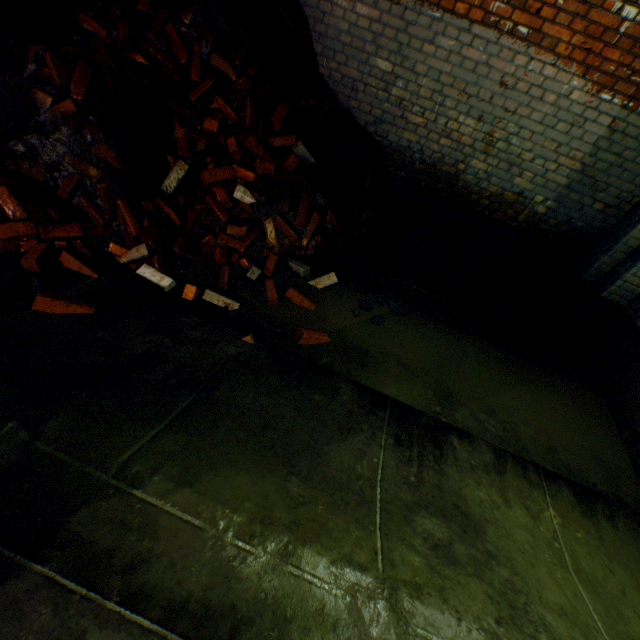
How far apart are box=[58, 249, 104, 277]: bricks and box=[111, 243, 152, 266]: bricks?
0.2 meters

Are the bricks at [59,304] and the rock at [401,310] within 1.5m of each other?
no

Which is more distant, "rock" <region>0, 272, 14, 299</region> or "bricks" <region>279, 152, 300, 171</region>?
"bricks" <region>279, 152, 300, 171</region>

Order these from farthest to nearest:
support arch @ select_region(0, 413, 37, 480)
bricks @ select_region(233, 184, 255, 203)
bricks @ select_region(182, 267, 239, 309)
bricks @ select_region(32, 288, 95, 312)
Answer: bricks @ select_region(233, 184, 255, 203) < bricks @ select_region(182, 267, 239, 309) < bricks @ select_region(32, 288, 95, 312) < support arch @ select_region(0, 413, 37, 480)

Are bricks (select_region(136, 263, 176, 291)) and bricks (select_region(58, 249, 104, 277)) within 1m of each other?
yes

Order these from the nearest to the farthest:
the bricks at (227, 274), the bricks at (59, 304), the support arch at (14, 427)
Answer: the support arch at (14, 427), the bricks at (59, 304), the bricks at (227, 274)

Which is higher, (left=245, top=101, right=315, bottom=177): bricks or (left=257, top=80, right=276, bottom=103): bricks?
(left=257, top=80, right=276, bottom=103): bricks

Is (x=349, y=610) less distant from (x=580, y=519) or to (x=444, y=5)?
(x=580, y=519)
